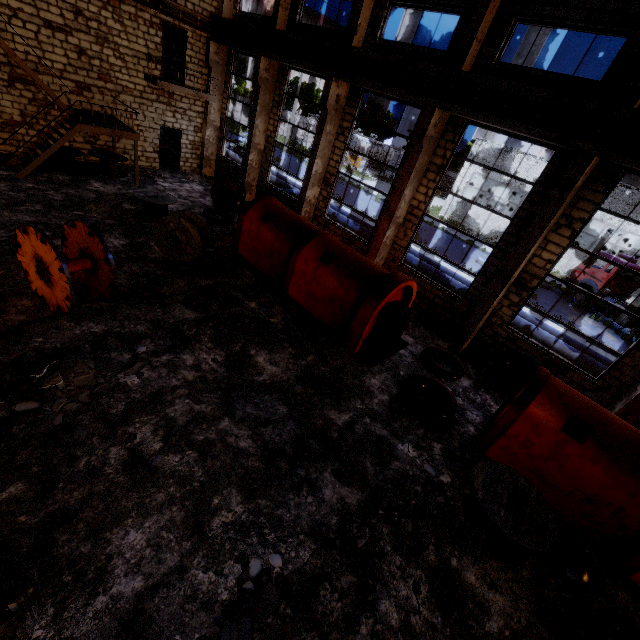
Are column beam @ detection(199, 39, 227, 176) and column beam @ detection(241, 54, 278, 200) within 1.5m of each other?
no

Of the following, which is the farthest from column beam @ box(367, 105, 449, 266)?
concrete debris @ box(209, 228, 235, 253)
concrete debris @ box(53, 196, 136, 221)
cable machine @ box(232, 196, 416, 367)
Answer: concrete debris @ box(53, 196, 136, 221)

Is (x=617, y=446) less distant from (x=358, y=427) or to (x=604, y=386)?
(x=604, y=386)

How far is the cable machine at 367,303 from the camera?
9.0 meters

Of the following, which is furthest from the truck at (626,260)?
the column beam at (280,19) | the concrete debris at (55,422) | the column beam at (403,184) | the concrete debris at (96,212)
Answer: the concrete debris at (96,212)

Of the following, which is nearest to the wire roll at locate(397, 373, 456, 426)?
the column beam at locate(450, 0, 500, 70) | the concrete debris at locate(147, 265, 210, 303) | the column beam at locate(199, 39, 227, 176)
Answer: the concrete debris at locate(147, 265, 210, 303)

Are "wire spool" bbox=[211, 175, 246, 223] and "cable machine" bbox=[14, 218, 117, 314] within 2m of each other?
no

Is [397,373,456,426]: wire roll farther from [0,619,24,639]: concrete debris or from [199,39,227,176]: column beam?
[199,39,227,176]: column beam
